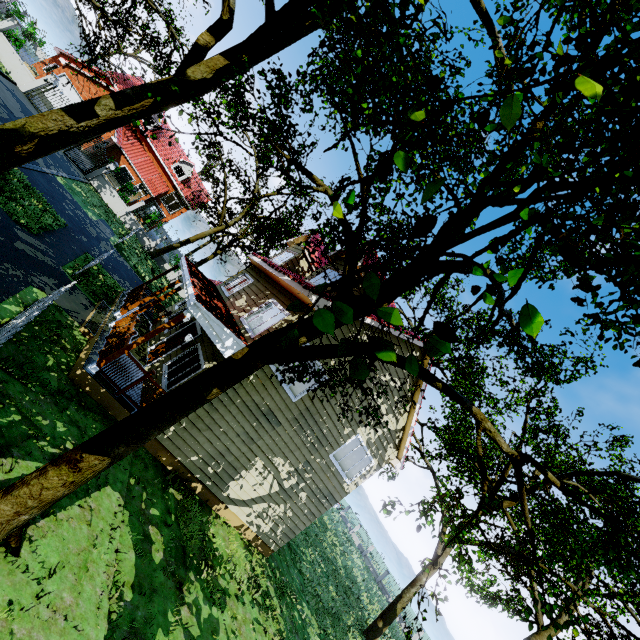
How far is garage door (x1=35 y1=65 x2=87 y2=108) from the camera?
28.5m

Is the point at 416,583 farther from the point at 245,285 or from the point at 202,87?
the point at 202,87

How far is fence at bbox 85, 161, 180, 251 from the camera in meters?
26.0

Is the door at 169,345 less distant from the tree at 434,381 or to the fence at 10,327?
the fence at 10,327

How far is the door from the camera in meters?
12.0

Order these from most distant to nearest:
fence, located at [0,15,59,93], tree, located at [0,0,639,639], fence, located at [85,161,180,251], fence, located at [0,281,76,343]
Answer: fence, located at [85,161,180,251]
fence, located at [0,15,59,93]
fence, located at [0,281,76,343]
tree, located at [0,0,639,639]

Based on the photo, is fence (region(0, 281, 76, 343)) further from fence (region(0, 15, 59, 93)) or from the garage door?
the garage door

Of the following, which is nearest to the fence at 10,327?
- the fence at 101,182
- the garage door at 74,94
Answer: the fence at 101,182
